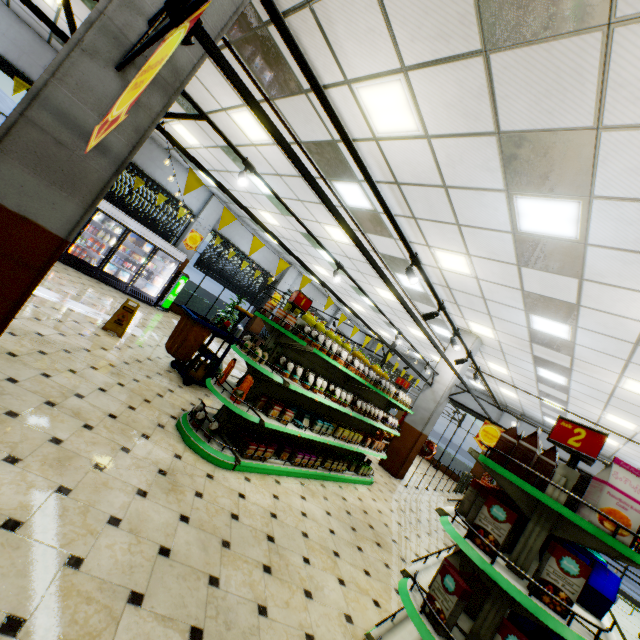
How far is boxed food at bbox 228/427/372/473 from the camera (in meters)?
4.47

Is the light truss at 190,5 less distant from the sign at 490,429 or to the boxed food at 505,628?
the sign at 490,429

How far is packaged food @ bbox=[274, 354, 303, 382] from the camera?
4.6m

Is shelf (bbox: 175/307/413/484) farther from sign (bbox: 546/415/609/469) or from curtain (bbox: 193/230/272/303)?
curtain (bbox: 193/230/272/303)

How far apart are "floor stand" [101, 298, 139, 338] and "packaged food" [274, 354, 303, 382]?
3.6 meters

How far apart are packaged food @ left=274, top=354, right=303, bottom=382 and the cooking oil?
0.4m

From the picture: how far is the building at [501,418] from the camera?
17.1 meters

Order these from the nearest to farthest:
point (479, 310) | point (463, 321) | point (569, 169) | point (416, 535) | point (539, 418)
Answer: point (569, 169), point (416, 535), point (479, 310), point (463, 321), point (539, 418)
